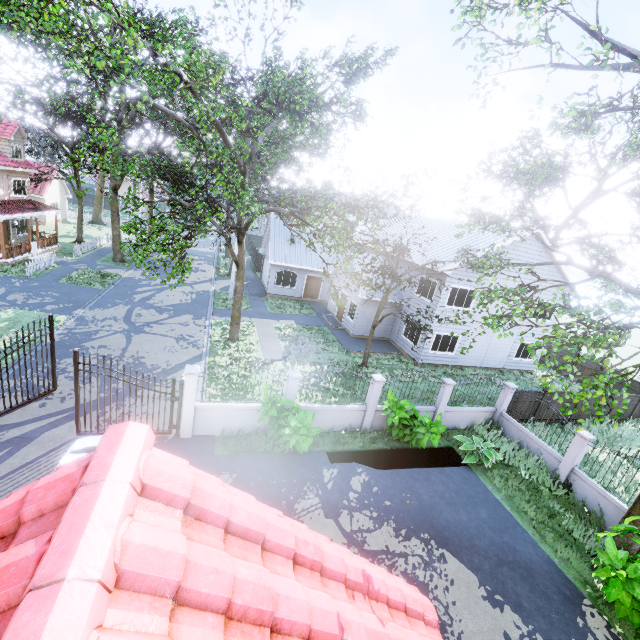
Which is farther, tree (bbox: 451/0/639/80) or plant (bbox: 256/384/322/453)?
plant (bbox: 256/384/322/453)

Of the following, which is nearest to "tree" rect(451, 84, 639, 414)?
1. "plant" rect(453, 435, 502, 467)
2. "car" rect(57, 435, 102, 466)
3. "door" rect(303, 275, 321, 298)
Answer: "door" rect(303, 275, 321, 298)

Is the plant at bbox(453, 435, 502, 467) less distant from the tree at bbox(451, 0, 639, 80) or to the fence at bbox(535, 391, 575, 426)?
the fence at bbox(535, 391, 575, 426)

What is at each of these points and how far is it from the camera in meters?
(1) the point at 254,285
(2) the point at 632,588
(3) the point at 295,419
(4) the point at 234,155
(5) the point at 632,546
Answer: (1) garage entrance, 30.4
(2) plant, 6.9
(3) plant, 9.8
(4) tree, 11.9
(5) tree, 9.1

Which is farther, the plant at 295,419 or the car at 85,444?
the plant at 295,419

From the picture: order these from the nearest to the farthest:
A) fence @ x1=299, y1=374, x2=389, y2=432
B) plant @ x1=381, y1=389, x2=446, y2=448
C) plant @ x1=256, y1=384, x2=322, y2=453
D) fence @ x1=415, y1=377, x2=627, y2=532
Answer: plant @ x1=256, y1=384, x2=322, y2=453 → fence @ x1=415, y1=377, x2=627, y2=532 → plant @ x1=381, y1=389, x2=446, y2=448 → fence @ x1=299, y1=374, x2=389, y2=432

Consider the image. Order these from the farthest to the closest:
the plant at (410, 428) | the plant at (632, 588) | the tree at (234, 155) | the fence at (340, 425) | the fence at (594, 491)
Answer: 1. the fence at (340, 425)
2. the plant at (410, 428)
3. the fence at (594, 491)
4. the tree at (234, 155)
5. the plant at (632, 588)

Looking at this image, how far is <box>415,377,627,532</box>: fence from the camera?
10.6m
